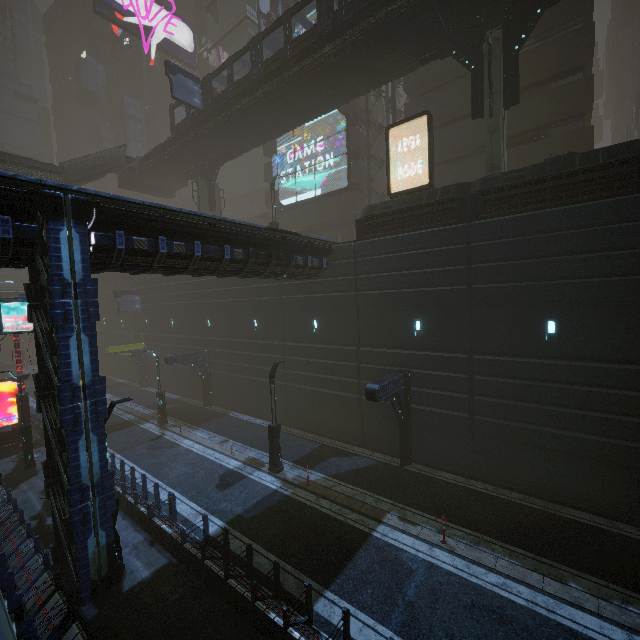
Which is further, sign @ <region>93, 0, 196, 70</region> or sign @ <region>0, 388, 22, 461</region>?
sign @ <region>93, 0, 196, 70</region>

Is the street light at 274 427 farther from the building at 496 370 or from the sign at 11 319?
the sign at 11 319

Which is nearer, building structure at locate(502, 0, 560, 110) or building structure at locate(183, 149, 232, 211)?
building structure at locate(502, 0, 560, 110)

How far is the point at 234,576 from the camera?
→ 9.50m

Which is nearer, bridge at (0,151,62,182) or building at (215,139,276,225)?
bridge at (0,151,62,182)

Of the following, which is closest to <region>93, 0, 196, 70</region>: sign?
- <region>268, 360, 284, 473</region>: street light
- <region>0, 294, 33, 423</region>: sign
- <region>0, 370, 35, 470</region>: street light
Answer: Result: <region>0, 294, 33, 423</region>: sign

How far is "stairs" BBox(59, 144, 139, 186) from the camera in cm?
2947

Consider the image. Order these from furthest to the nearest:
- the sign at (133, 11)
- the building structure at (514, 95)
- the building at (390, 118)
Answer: the sign at (133, 11) < the building structure at (514, 95) < the building at (390, 118)
